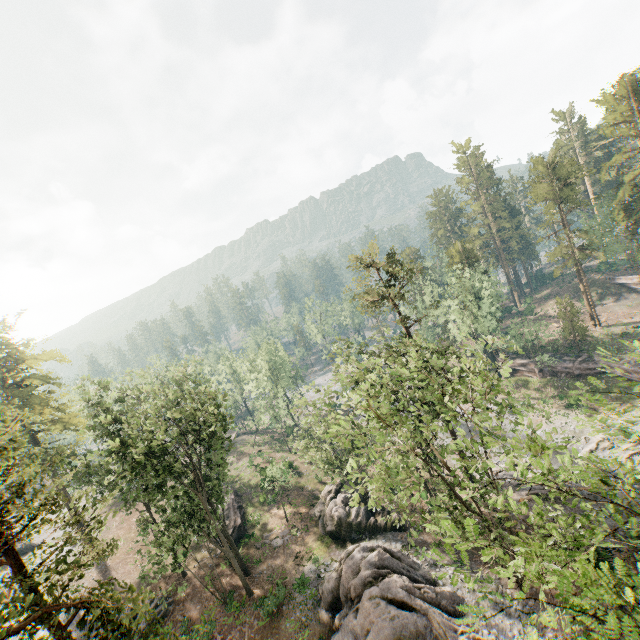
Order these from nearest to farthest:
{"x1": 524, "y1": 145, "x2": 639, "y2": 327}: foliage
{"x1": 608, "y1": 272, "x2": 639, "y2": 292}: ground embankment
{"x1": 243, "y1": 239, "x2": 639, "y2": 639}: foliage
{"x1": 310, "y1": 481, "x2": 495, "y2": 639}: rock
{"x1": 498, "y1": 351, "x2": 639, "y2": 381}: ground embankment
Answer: {"x1": 243, "y1": 239, "x2": 639, "y2": 639}: foliage
{"x1": 310, "y1": 481, "x2": 495, "y2": 639}: rock
{"x1": 498, "y1": 351, "x2": 639, "y2": 381}: ground embankment
{"x1": 524, "y1": 145, "x2": 639, "y2": 327}: foliage
{"x1": 608, "y1": 272, "x2": 639, "y2": 292}: ground embankment

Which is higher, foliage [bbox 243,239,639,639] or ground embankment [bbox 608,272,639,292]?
foliage [bbox 243,239,639,639]

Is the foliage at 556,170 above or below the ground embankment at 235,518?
above

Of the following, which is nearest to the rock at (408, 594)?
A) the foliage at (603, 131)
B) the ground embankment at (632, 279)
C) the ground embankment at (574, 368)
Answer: the foliage at (603, 131)

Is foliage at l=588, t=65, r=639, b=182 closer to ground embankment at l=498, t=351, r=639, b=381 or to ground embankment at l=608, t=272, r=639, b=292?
ground embankment at l=498, t=351, r=639, b=381

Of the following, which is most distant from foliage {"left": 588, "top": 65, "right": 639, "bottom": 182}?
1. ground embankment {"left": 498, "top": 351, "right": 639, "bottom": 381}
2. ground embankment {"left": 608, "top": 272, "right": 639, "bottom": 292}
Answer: ground embankment {"left": 608, "top": 272, "right": 639, "bottom": 292}

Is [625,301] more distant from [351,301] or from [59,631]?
[59,631]

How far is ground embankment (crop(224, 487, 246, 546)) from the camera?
33.69m
